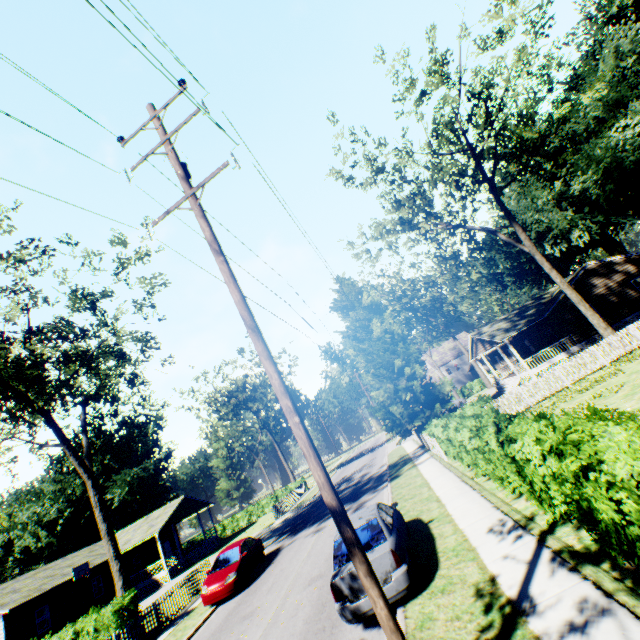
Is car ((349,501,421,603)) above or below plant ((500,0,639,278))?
below

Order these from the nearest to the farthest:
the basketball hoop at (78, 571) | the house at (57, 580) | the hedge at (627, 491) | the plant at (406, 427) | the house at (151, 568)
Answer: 1. the hedge at (627, 491)
2. the house at (57, 580)
3. the plant at (406, 427)
4. the basketball hoop at (78, 571)
5. the house at (151, 568)

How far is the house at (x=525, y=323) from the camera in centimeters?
2811cm

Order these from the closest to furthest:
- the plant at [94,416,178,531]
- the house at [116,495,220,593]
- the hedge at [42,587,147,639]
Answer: the hedge at [42,587,147,639]
the house at [116,495,220,593]
the plant at [94,416,178,531]

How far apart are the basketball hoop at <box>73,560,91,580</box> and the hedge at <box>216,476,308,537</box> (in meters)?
18.96

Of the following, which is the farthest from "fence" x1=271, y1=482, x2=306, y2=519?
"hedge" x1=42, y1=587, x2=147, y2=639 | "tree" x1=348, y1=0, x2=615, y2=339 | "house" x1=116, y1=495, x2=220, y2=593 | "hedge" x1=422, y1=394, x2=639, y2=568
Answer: "tree" x1=348, y1=0, x2=615, y2=339

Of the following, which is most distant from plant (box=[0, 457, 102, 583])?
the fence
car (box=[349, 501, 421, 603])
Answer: the fence

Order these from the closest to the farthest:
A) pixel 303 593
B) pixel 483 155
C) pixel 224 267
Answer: pixel 224 267 → pixel 303 593 → pixel 483 155
